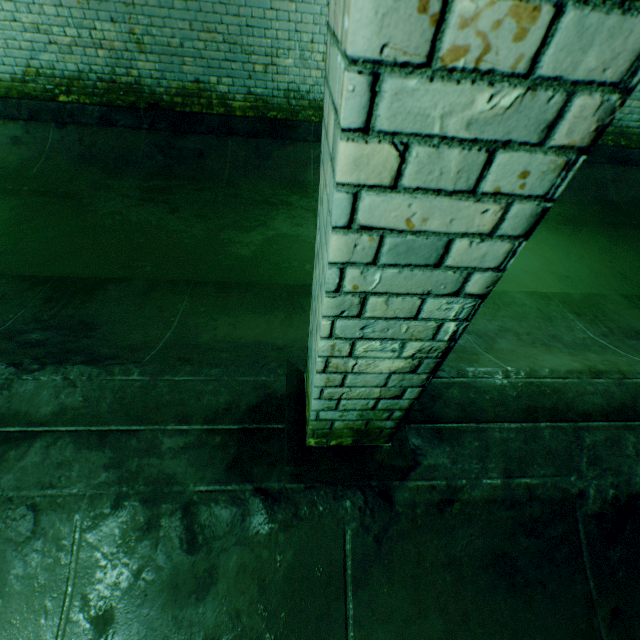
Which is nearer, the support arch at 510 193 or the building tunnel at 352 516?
the support arch at 510 193

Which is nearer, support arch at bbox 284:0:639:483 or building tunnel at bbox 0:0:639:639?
support arch at bbox 284:0:639:483

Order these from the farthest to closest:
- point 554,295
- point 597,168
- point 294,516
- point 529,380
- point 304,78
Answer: point 597,168 < point 304,78 < point 554,295 < point 529,380 < point 294,516
